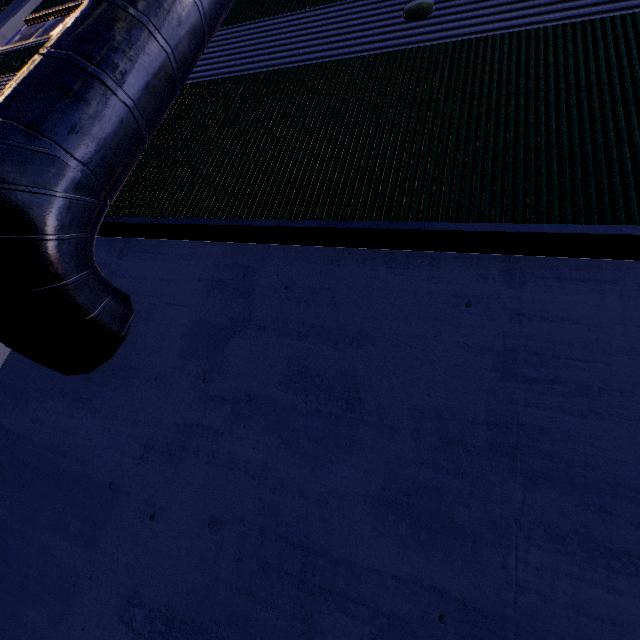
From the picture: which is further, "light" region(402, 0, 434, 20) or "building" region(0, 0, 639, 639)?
"light" region(402, 0, 434, 20)

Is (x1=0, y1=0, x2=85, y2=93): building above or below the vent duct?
above

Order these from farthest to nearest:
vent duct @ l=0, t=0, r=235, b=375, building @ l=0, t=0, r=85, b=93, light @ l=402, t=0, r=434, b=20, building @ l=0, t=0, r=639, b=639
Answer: building @ l=0, t=0, r=85, b=93 → light @ l=402, t=0, r=434, b=20 → vent duct @ l=0, t=0, r=235, b=375 → building @ l=0, t=0, r=639, b=639

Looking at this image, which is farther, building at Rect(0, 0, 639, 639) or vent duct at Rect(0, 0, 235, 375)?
vent duct at Rect(0, 0, 235, 375)

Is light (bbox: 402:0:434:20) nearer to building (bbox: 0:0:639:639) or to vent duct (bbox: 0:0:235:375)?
building (bbox: 0:0:639:639)

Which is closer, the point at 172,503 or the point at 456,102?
the point at 172,503

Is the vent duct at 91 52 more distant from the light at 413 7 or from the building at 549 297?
the light at 413 7
